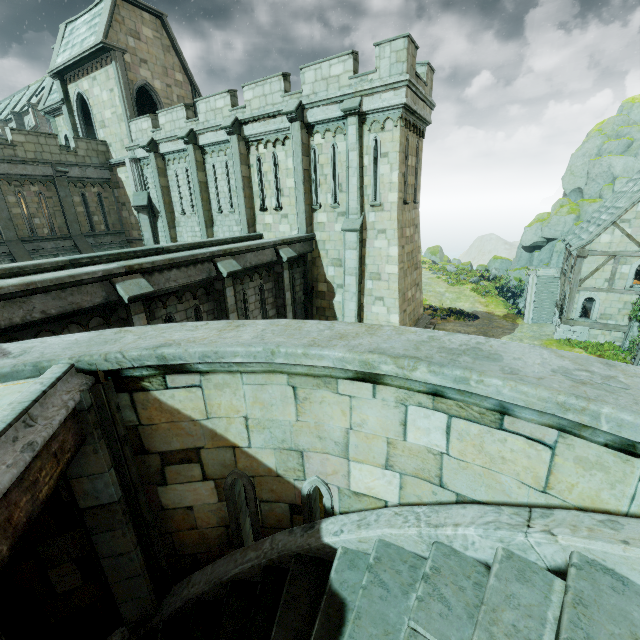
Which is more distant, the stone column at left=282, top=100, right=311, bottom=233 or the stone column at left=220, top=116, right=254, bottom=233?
the stone column at left=220, top=116, right=254, bottom=233

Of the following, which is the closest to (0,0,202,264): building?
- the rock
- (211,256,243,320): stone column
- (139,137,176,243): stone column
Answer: (139,137,176,243): stone column

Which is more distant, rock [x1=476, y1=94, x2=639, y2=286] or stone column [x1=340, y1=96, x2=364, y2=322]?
rock [x1=476, y1=94, x2=639, y2=286]

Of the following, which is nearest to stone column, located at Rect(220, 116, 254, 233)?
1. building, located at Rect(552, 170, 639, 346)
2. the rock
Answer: building, located at Rect(552, 170, 639, 346)

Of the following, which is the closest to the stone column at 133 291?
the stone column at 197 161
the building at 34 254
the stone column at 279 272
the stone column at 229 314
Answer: the stone column at 229 314

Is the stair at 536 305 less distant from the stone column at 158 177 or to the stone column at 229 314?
the stone column at 229 314

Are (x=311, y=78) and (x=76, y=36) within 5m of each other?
no

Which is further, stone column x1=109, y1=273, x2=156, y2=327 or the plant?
the plant
